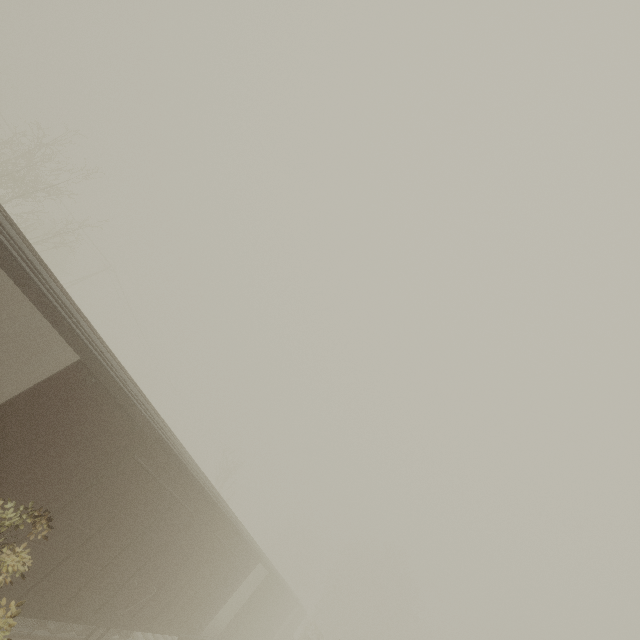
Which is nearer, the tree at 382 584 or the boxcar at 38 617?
the boxcar at 38 617

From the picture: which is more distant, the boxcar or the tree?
the tree

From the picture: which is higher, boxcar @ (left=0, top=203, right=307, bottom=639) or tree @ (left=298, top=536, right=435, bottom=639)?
tree @ (left=298, top=536, right=435, bottom=639)

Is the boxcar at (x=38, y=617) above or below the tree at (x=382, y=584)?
below

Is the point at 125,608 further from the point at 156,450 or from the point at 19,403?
the point at 19,403
